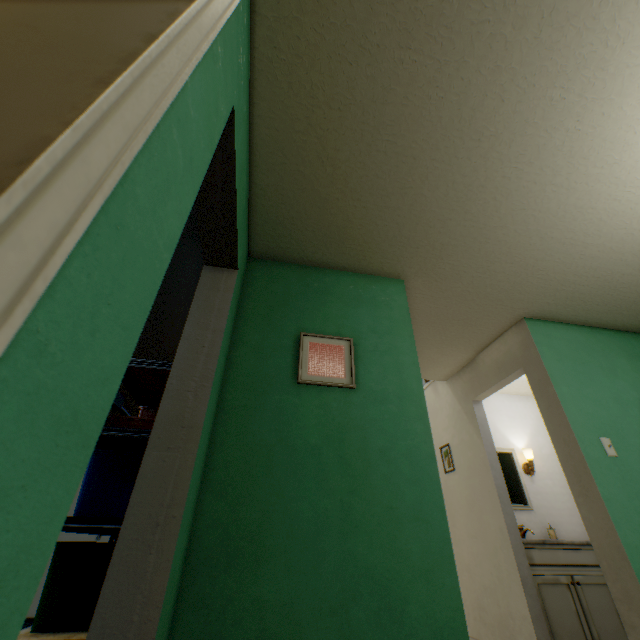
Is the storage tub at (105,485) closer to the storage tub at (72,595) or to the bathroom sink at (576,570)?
the storage tub at (72,595)

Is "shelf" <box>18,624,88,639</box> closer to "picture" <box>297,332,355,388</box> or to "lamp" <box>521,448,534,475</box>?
"picture" <box>297,332,355,388</box>

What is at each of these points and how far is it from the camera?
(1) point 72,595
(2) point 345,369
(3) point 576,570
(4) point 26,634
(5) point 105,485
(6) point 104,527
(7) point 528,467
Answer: (1) storage tub, 1.6 meters
(2) picture, 2.0 meters
(3) bathroom sink, 2.8 meters
(4) shelf, 1.5 meters
(5) storage tub, 1.9 meters
(6) shelf, 1.7 meters
(7) lamp, 3.8 meters

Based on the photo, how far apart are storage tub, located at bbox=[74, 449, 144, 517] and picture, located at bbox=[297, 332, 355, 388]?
1.1 meters

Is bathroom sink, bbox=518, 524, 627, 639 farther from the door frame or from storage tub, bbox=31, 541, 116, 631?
the door frame

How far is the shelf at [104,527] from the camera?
1.7 meters

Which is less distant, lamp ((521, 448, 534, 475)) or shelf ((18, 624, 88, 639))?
shelf ((18, 624, 88, 639))

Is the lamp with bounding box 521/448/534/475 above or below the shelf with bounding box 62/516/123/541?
above
